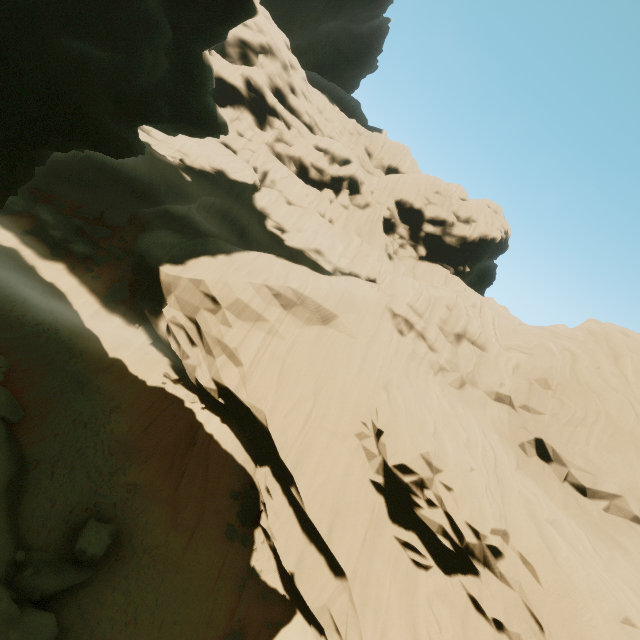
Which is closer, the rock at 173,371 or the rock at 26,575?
the rock at 26,575

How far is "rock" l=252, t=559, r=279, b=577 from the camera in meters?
15.4 m

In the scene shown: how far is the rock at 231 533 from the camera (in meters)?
15.85

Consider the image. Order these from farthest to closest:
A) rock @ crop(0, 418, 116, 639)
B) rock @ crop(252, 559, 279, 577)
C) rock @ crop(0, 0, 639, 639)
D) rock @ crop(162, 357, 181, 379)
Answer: rock @ crop(162, 357, 181, 379), rock @ crop(252, 559, 279, 577), rock @ crop(0, 0, 639, 639), rock @ crop(0, 418, 116, 639)

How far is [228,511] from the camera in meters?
16.5

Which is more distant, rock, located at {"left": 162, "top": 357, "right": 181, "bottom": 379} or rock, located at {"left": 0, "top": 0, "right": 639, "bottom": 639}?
rock, located at {"left": 162, "top": 357, "right": 181, "bottom": 379}
